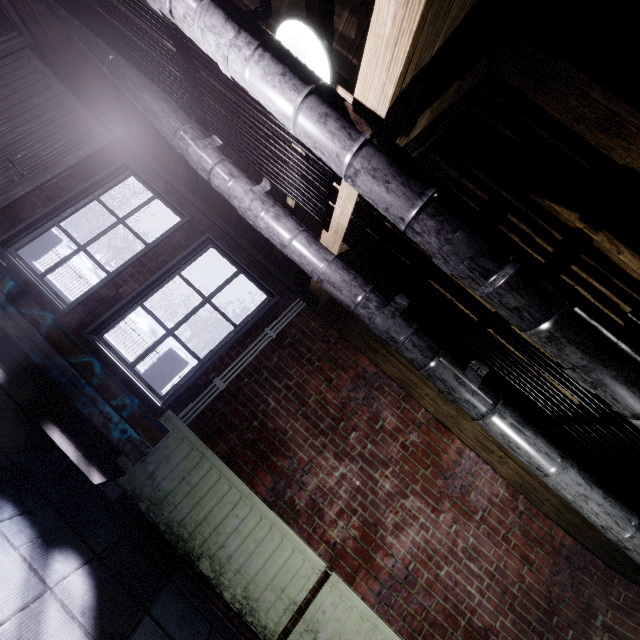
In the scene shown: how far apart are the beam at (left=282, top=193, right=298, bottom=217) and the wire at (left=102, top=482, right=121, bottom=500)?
2.02m

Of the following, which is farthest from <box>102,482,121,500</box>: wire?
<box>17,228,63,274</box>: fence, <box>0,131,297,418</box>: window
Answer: <box>17,228,63,274</box>: fence

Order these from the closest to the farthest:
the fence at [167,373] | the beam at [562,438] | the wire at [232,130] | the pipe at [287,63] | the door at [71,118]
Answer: the pipe at [287,63] → the wire at [232,130] → the beam at [562,438] → the door at [71,118] → the fence at [167,373]

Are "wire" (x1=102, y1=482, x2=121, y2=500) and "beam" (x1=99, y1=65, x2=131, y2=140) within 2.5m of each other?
no

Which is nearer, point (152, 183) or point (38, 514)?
point (38, 514)

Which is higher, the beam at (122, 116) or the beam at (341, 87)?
the beam at (341, 87)

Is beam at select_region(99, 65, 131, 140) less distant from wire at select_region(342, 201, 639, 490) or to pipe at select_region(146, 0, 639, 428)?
pipe at select_region(146, 0, 639, 428)

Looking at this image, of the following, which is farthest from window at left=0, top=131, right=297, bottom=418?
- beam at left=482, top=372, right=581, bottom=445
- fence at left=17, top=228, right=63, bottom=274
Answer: fence at left=17, top=228, right=63, bottom=274
